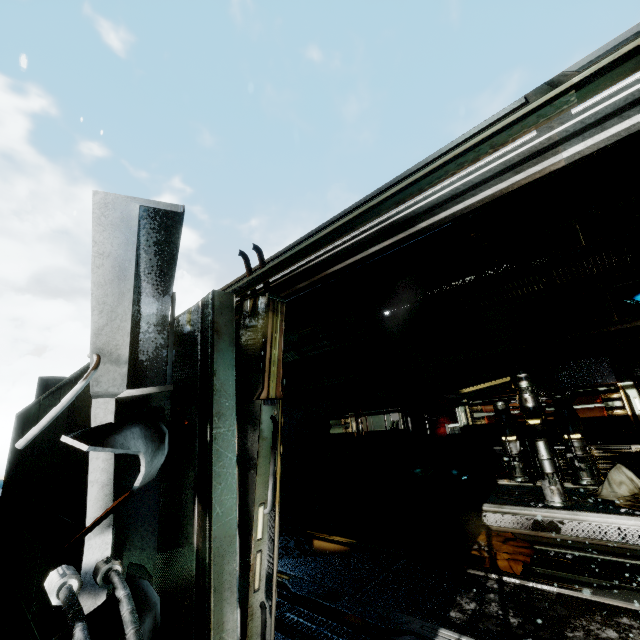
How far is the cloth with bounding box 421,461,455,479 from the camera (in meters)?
9.03

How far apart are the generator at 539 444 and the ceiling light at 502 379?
0.52m

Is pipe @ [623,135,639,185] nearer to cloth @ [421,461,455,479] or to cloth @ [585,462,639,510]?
cloth @ [585,462,639,510]

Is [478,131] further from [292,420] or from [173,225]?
[292,420]

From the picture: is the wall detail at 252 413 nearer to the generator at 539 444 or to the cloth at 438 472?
the generator at 539 444

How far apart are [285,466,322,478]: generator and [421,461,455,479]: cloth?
3.51m

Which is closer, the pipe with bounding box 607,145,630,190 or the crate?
the pipe with bounding box 607,145,630,190

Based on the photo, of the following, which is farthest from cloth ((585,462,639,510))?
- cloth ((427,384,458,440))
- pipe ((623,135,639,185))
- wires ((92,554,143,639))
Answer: wires ((92,554,143,639))
